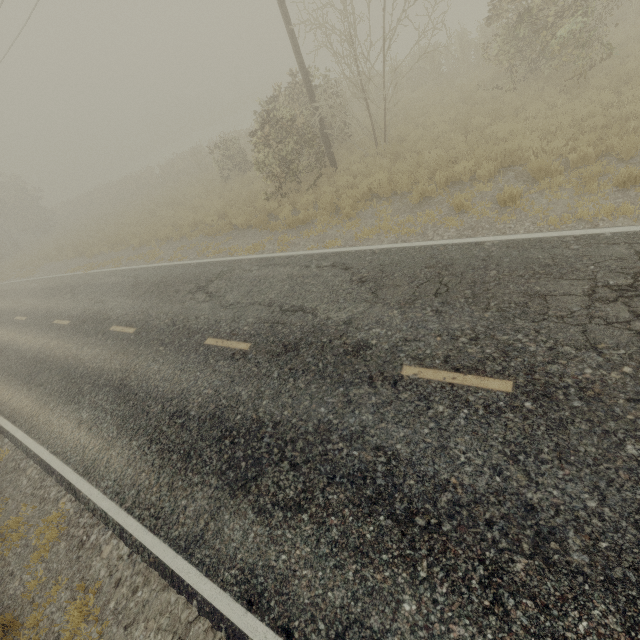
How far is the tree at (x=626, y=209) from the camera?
5.8 meters

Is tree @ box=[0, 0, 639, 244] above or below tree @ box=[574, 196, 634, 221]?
above

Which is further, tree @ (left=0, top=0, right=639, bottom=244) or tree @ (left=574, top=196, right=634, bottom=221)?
tree @ (left=0, top=0, right=639, bottom=244)

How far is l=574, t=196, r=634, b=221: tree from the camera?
5.8 meters

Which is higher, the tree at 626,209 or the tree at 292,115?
the tree at 292,115

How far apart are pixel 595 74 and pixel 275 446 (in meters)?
14.79
